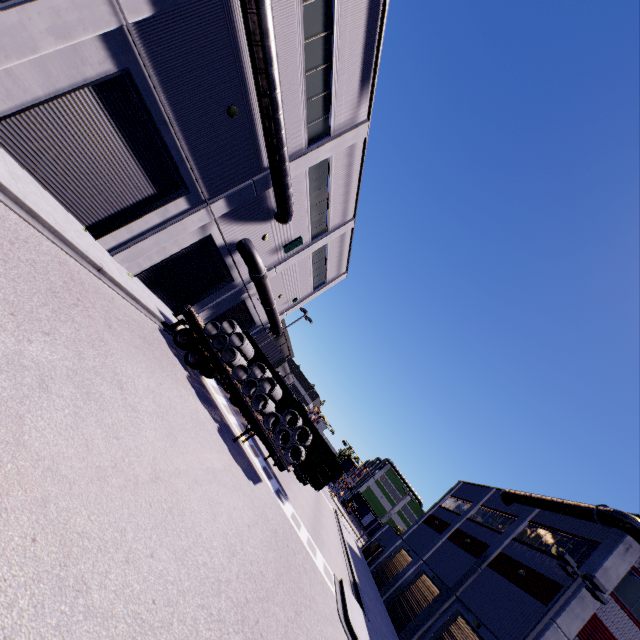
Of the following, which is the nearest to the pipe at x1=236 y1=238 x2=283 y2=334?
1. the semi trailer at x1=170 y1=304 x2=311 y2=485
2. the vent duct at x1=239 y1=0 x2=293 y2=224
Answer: the semi trailer at x1=170 y1=304 x2=311 y2=485

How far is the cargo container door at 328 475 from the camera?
17.73m

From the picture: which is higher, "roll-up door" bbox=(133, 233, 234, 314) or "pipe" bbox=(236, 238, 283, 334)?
"pipe" bbox=(236, 238, 283, 334)

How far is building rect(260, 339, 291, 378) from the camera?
50.8 meters

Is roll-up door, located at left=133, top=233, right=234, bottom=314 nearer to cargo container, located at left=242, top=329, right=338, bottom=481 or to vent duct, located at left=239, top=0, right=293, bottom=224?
cargo container, located at left=242, top=329, right=338, bottom=481

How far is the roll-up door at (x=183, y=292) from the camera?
17.3m

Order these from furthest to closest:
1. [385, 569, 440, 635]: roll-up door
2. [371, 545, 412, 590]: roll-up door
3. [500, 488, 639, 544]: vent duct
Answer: [371, 545, 412, 590]: roll-up door → [385, 569, 440, 635]: roll-up door → [500, 488, 639, 544]: vent duct

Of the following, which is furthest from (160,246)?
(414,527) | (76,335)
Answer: (414,527)
